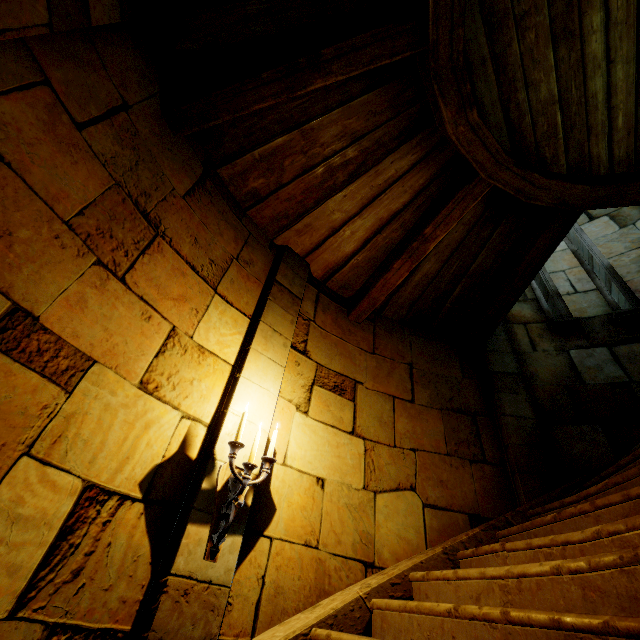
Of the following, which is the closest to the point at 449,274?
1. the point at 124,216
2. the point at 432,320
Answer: the point at 432,320

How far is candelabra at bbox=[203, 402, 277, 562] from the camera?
2.26m

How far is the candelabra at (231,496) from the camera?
2.3m
